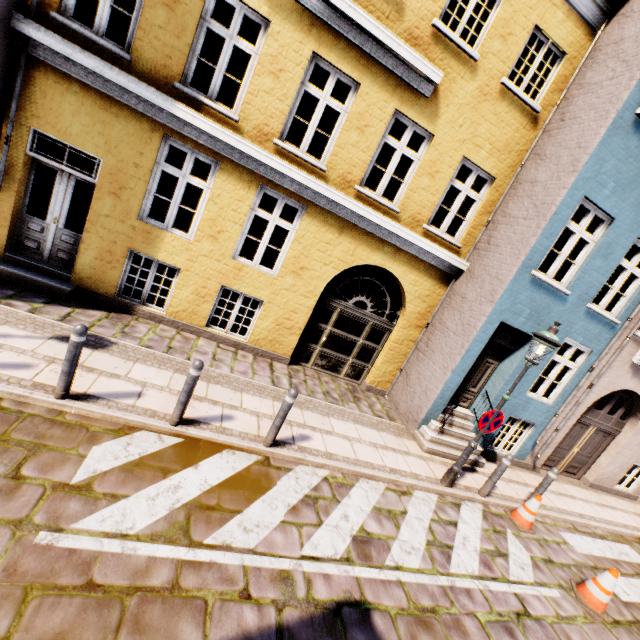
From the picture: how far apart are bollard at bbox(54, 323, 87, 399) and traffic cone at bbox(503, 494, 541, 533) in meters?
8.5 m

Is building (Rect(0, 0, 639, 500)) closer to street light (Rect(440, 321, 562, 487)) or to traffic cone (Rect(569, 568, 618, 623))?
street light (Rect(440, 321, 562, 487))

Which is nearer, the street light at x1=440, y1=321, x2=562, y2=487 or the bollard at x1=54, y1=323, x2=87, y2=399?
the bollard at x1=54, y1=323, x2=87, y2=399

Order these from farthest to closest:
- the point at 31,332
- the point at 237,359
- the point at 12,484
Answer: the point at 237,359 → the point at 31,332 → the point at 12,484

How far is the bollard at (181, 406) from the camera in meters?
4.5 m

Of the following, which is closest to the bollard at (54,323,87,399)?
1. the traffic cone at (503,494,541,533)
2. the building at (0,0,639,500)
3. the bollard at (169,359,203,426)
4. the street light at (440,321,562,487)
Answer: the bollard at (169,359,203,426)

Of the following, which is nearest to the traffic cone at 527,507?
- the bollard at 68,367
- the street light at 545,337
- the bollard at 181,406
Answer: the street light at 545,337

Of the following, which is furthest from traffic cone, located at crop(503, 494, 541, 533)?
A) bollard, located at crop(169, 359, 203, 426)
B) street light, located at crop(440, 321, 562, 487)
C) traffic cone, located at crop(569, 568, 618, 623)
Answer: bollard, located at crop(169, 359, 203, 426)
